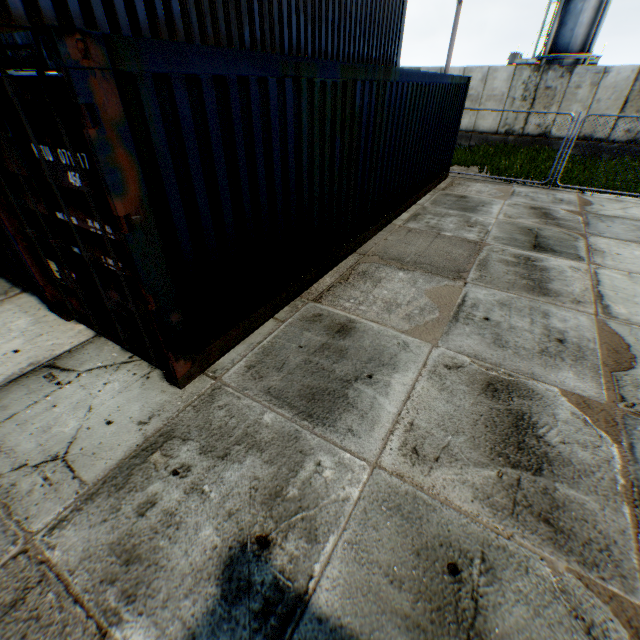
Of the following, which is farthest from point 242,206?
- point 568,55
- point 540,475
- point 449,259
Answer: point 568,55

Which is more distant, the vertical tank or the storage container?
the vertical tank

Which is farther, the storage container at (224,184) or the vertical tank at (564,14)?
the vertical tank at (564,14)

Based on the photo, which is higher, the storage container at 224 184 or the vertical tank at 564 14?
the vertical tank at 564 14

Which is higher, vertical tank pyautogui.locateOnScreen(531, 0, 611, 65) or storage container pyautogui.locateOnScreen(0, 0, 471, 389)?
vertical tank pyautogui.locateOnScreen(531, 0, 611, 65)
